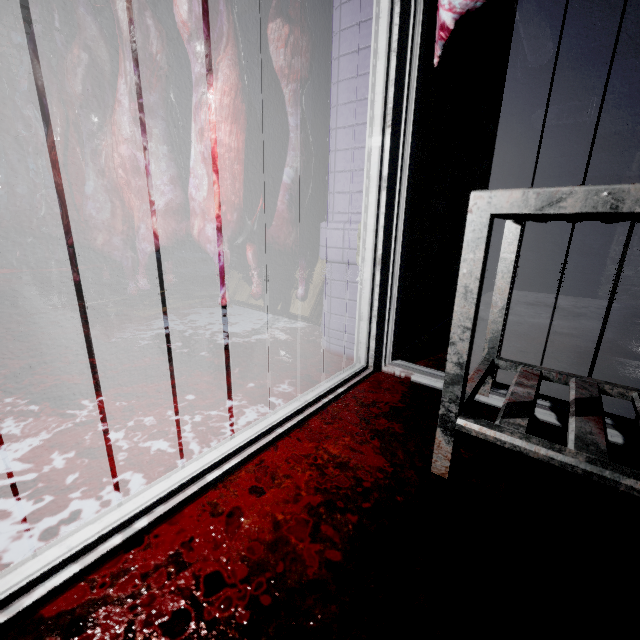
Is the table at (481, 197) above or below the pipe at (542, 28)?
below

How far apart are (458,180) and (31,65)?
3.2m

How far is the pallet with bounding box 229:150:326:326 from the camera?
2.2m

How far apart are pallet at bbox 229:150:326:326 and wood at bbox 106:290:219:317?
0.1 meters

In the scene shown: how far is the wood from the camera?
2.5m

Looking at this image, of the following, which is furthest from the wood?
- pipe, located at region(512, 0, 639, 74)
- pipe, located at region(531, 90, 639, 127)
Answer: pipe, located at region(531, 90, 639, 127)

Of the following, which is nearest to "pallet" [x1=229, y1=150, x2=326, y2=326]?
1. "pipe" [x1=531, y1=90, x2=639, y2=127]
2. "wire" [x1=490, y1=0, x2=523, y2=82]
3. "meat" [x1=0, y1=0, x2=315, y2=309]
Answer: "meat" [x1=0, y1=0, x2=315, y2=309]

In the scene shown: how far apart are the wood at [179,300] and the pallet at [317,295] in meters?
0.1
